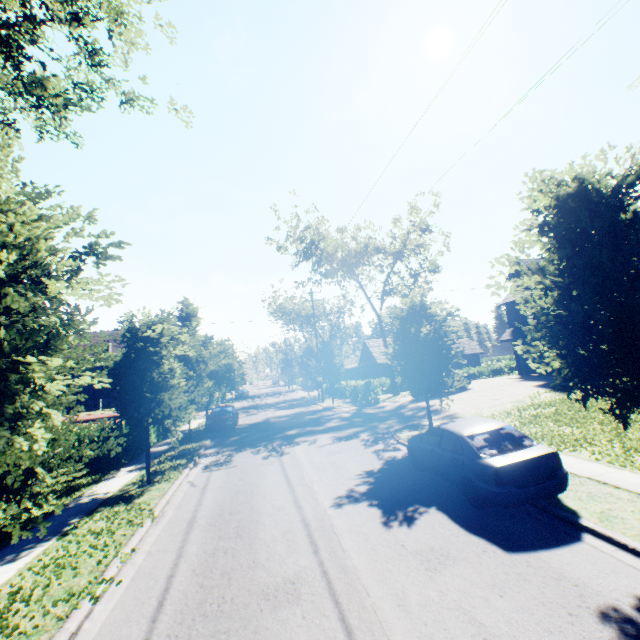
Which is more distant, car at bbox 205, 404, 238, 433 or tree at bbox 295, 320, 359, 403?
tree at bbox 295, 320, 359, 403

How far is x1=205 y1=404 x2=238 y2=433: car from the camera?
20.6 meters

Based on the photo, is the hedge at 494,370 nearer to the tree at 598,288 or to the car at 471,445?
the tree at 598,288

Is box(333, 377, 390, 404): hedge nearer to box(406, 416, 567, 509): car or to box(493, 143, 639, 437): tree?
box(493, 143, 639, 437): tree

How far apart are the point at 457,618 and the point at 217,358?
17.4 meters

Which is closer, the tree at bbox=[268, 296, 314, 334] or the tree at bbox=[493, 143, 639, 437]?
the tree at bbox=[493, 143, 639, 437]

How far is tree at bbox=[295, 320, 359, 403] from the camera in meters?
30.4

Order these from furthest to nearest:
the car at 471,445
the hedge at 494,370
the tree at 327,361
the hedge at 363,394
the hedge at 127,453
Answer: the hedge at 494,370
the tree at 327,361
the hedge at 363,394
the hedge at 127,453
the car at 471,445
